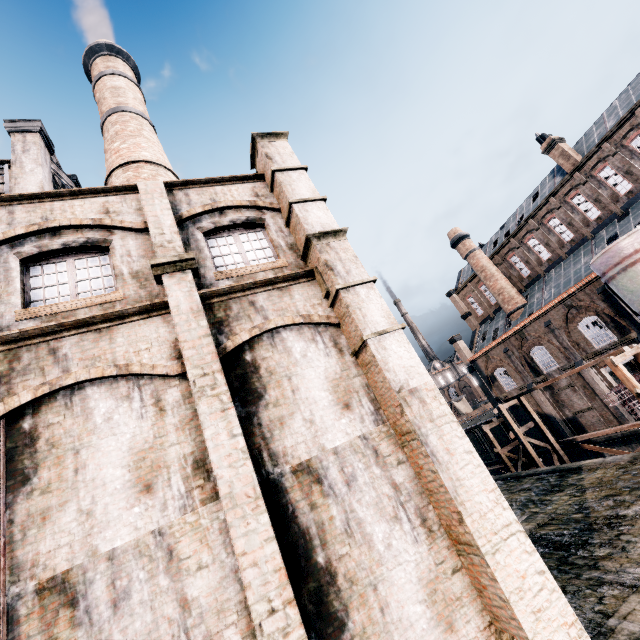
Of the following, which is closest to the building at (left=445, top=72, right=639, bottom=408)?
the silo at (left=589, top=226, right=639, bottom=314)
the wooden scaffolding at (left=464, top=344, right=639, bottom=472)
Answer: the silo at (left=589, top=226, right=639, bottom=314)

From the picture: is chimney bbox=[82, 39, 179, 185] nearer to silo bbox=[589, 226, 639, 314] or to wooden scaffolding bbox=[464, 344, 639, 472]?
wooden scaffolding bbox=[464, 344, 639, 472]

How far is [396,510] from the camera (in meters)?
6.93

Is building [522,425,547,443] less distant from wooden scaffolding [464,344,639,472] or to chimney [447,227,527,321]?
chimney [447,227,527,321]

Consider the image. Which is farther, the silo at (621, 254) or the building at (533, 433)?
the building at (533, 433)

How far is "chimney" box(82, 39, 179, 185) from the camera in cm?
2022

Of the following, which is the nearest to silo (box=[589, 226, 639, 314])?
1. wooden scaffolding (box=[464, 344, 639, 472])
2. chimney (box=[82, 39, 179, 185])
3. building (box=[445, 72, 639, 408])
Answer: building (box=[445, 72, 639, 408])

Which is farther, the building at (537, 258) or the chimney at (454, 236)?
the chimney at (454, 236)
